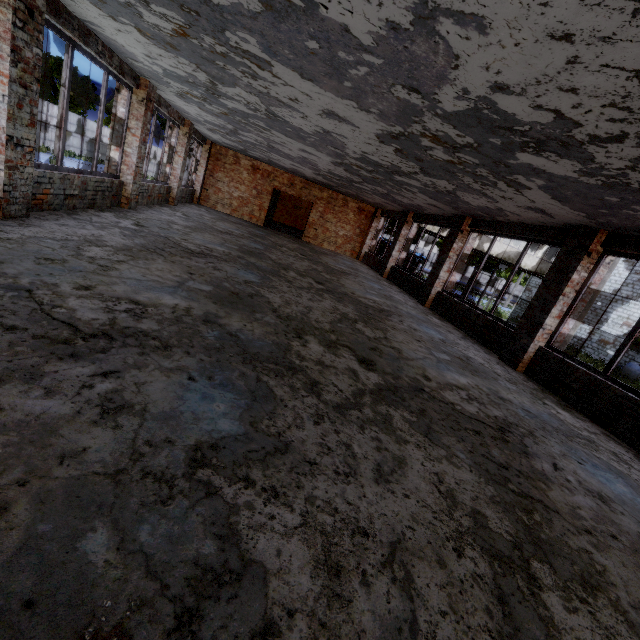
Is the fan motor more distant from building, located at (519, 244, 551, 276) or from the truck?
the truck

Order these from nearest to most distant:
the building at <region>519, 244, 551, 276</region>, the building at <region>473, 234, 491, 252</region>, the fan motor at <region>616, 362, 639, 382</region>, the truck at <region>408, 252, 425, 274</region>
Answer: the fan motor at <region>616, 362, 639, 382</region> < the building at <region>473, 234, 491, 252</region> < the building at <region>519, 244, 551, 276</region> < the truck at <region>408, 252, 425, 274</region>

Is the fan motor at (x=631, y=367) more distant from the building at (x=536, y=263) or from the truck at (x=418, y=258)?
the truck at (x=418, y=258)

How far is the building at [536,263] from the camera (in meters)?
23.67

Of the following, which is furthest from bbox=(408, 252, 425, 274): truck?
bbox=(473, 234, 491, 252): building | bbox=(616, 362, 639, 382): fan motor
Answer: bbox=(616, 362, 639, 382): fan motor

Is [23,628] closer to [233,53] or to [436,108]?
[436,108]

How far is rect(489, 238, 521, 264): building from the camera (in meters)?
23.02
